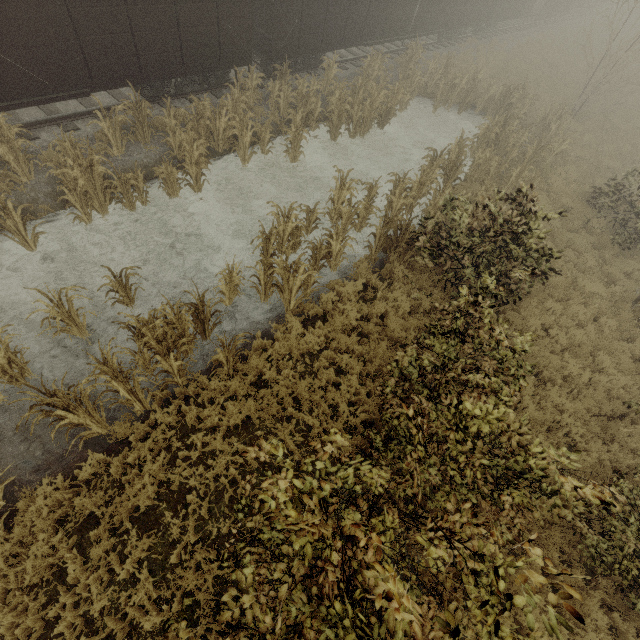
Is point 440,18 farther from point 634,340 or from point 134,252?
point 134,252

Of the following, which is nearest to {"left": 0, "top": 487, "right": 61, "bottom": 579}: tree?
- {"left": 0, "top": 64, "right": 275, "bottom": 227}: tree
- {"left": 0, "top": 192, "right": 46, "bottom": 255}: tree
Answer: {"left": 0, "top": 192, "right": 46, "bottom": 255}: tree

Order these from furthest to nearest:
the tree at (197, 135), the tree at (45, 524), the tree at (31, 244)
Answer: the tree at (197, 135) < the tree at (31, 244) < the tree at (45, 524)

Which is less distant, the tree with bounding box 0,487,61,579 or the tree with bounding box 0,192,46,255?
the tree with bounding box 0,487,61,579

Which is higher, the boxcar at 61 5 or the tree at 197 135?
the boxcar at 61 5

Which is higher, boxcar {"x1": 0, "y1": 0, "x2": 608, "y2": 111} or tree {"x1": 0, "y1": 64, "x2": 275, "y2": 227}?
boxcar {"x1": 0, "y1": 0, "x2": 608, "y2": 111}

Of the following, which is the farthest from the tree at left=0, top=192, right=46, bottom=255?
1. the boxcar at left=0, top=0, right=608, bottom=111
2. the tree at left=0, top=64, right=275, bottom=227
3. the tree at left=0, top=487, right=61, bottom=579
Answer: the boxcar at left=0, top=0, right=608, bottom=111
